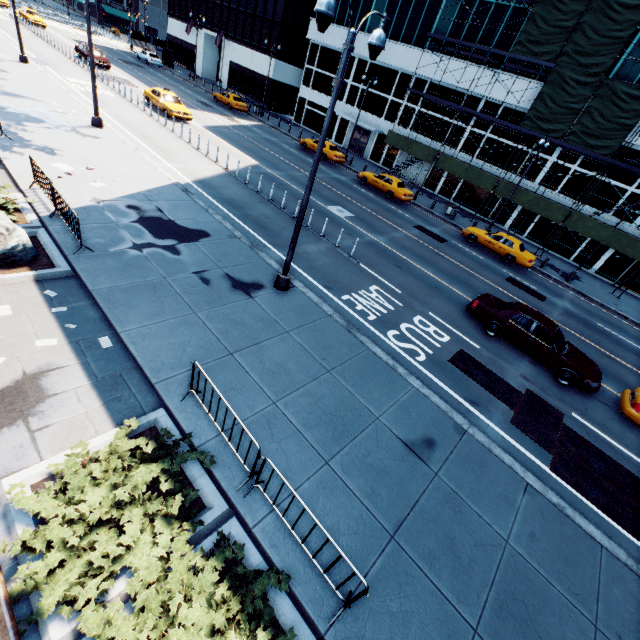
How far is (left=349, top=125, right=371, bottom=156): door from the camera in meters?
38.1

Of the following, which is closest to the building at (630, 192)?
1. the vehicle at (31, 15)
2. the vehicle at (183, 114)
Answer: the vehicle at (183, 114)

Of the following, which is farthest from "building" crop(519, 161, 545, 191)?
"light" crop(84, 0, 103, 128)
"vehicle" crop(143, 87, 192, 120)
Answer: "light" crop(84, 0, 103, 128)

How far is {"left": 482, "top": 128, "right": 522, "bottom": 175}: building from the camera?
28.8m

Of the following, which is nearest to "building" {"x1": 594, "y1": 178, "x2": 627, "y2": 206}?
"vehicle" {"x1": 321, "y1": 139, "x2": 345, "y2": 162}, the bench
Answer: "vehicle" {"x1": 321, "y1": 139, "x2": 345, "y2": 162}

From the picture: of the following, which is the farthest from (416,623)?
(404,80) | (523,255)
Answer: (404,80)

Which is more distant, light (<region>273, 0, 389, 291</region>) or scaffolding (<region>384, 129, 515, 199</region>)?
scaffolding (<region>384, 129, 515, 199</region>)

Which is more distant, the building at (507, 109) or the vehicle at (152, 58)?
the vehicle at (152, 58)
